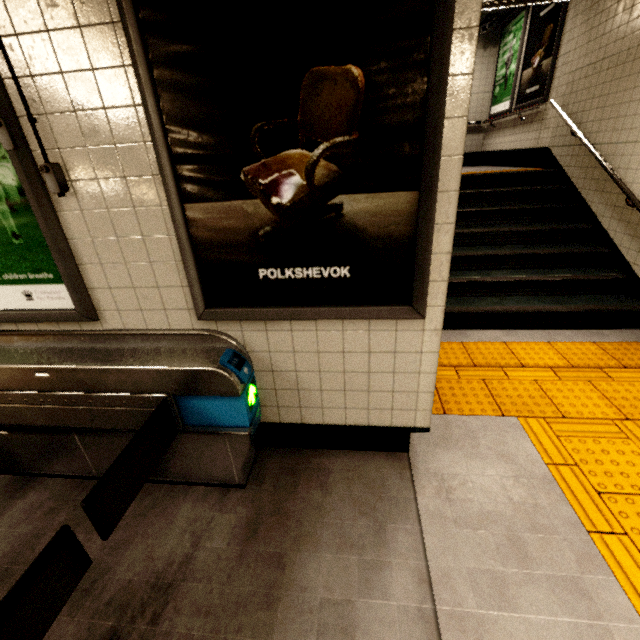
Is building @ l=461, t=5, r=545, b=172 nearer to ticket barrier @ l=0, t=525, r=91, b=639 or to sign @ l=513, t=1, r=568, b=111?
sign @ l=513, t=1, r=568, b=111

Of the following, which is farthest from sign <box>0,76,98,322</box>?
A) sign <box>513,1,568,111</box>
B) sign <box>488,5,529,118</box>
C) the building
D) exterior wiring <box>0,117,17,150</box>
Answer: sign <box>488,5,529,118</box>

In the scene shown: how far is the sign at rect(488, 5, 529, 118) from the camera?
6.3m

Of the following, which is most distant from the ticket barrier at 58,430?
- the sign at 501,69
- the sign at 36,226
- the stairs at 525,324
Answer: the sign at 501,69

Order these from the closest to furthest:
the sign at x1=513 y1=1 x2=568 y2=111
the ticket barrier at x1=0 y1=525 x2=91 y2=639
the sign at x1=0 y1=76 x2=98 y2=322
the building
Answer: the ticket barrier at x1=0 y1=525 x2=91 y2=639, the sign at x1=0 y1=76 x2=98 y2=322, the sign at x1=513 y1=1 x2=568 y2=111, the building

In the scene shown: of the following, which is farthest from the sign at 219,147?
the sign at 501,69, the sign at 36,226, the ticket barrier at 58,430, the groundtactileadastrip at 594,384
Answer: the sign at 501,69

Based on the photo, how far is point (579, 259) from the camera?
4.25m

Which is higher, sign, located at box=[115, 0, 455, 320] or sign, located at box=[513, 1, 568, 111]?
sign, located at box=[513, 1, 568, 111]
